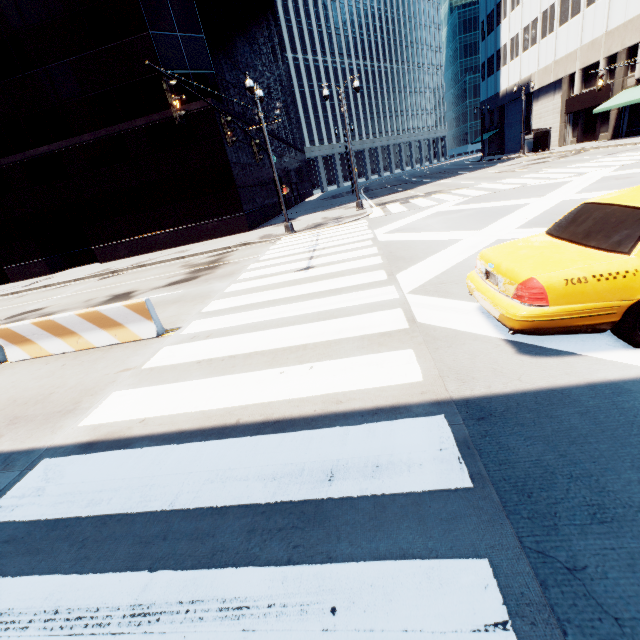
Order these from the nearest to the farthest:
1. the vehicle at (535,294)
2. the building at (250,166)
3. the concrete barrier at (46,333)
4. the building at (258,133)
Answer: the vehicle at (535,294) < the concrete barrier at (46,333) < the building at (250,166) < the building at (258,133)

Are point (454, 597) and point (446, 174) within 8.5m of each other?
no

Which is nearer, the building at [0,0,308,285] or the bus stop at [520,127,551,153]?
the building at [0,0,308,285]

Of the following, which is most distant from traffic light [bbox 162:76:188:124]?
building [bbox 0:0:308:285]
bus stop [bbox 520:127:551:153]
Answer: bus stop [bbox 520:127:551:153]

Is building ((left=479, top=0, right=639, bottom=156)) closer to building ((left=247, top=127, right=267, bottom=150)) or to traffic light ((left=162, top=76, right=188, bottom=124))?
building ((left=247, top=127, right=267, bottom=150))

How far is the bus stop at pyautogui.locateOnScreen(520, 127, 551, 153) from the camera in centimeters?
3469cm

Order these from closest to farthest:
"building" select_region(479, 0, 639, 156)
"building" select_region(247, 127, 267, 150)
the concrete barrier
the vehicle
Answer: the vehicle < the concrete barrier < "building" select_region(479, 0, 639, 156) < "building" select_region(247, 127, 267, 150)

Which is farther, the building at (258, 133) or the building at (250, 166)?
the building at (258, 133)
